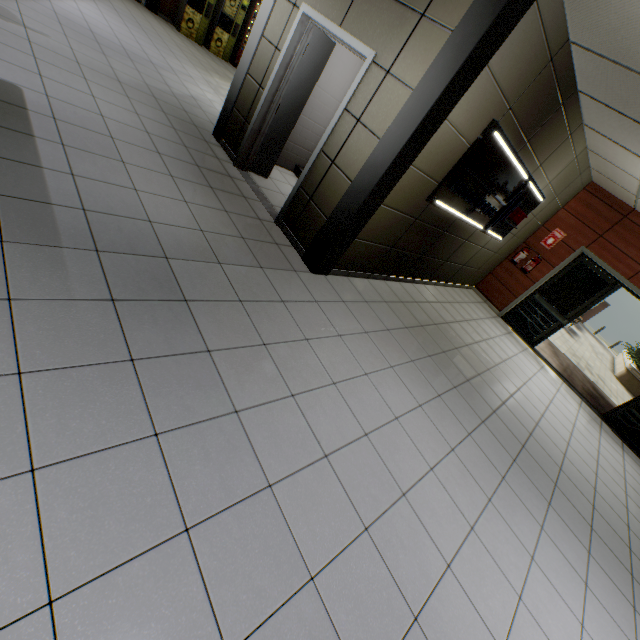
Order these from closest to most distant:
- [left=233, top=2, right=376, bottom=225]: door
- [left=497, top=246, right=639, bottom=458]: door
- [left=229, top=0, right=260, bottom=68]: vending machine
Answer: [left=233, top=2, right=376, bottom=225]: door, [left=497, top=246, right=639, bottom=458]: door, [left=229, top=0, right=260, bottom=68]: vending machine

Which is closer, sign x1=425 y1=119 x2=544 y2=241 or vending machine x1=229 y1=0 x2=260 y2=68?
sign x1=425 y1=119 x2=544 y2=241

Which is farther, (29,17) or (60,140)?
(29,17)

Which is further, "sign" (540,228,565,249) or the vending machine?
the vending machine

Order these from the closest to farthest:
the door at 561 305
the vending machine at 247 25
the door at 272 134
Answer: the door at 272 134 < the door at 561 305 < the vending machine at 247 25

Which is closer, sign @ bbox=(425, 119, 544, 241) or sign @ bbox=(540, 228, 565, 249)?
sign @ bbox=(425, 119, 544, 241)

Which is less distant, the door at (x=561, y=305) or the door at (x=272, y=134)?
the door at (x=272, y=134)

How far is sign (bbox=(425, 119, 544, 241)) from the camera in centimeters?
384cm
